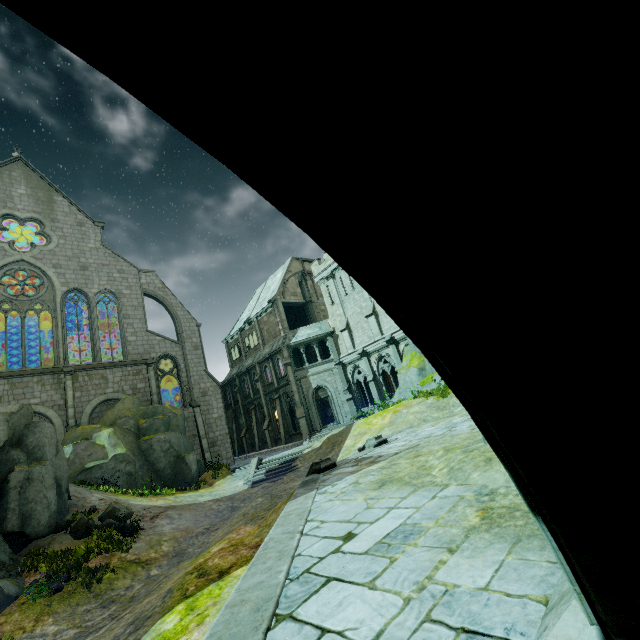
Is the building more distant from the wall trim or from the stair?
the stair

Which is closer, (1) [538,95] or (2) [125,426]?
(1) [538,95]

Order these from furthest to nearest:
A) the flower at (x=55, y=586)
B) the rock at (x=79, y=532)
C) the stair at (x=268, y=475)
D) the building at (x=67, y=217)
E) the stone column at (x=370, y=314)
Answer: the stone column at (x=370, y=314) → the building at (x=67, y=217) → the stair at (x=268, y=475) → the rock at (x=79, y=532) → the flower at (x=55, y=586)

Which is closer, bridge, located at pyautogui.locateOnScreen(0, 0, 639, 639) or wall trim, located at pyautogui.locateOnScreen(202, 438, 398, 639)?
A: bridge, located at pyautogui.locateOnScreen(0, 0, 639, 639)

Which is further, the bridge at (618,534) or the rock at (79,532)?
the rock at (79,532)

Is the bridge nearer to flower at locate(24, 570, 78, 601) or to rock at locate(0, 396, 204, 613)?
flower at locate(24, 570, 78, 601)

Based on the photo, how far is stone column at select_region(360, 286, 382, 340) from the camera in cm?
2748

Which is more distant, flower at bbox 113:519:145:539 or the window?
the window
